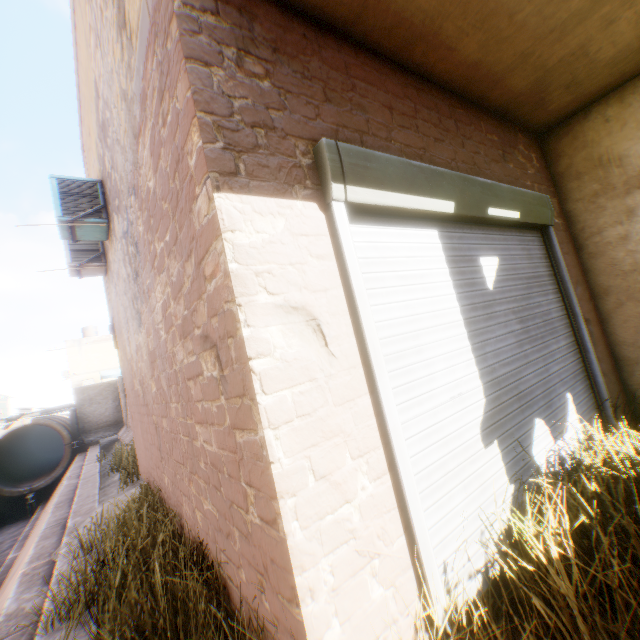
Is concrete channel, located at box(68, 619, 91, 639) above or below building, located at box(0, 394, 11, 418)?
below

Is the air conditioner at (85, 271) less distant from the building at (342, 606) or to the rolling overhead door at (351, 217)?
the building at (342, 606)

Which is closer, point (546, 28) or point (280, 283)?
point (280, 283)

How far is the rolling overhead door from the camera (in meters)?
1.87

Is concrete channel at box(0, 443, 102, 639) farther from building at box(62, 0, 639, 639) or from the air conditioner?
the air conditioner

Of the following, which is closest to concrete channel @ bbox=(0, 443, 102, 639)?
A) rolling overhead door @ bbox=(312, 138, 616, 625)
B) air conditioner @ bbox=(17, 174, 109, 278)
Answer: rolling overhead door @ bbox=(312, 138, 616, 625)

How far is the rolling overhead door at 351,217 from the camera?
1.9m
